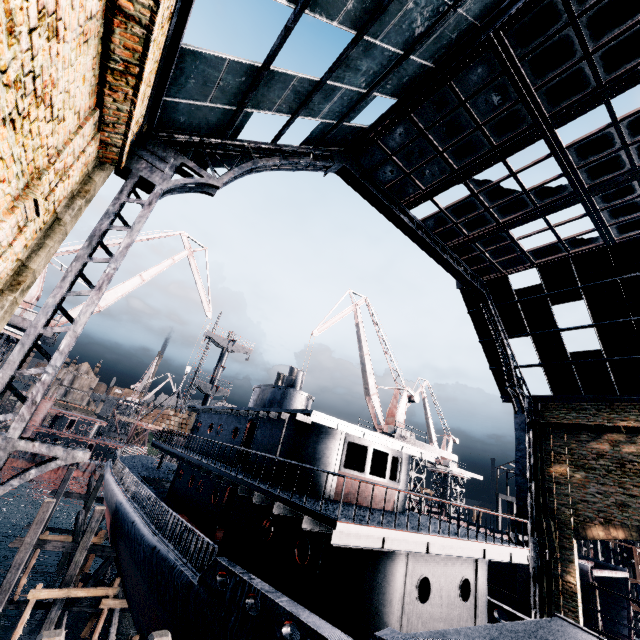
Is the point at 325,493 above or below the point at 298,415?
below

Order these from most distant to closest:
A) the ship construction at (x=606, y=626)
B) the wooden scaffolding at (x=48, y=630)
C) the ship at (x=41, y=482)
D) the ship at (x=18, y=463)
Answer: the ship at (x=41, y=482) < the ship at (x=18, y=463) < the ship construction at (x=606, y=626) < the wooden scaffolding at (x=48, y=630)

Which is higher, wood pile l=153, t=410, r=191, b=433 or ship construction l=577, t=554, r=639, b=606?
wood pile l=153, t=410, r=191, b=433

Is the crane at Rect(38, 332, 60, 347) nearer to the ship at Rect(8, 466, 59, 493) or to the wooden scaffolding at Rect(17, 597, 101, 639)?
the wooden scaffolding at Rect(17, 597, 101, 639)

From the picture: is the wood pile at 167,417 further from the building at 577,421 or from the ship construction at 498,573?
the building at 577,421

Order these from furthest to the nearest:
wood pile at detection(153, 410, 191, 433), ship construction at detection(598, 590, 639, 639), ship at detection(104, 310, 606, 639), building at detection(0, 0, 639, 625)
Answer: wood pile at detection(153, 410, 191, 433) < ship construction at detection(598, 590, 639, 639) < ship at detection(104, 310, 606, 639) < building at detection(0, 0, 639, 625)

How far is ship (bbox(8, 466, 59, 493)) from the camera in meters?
58.7 m

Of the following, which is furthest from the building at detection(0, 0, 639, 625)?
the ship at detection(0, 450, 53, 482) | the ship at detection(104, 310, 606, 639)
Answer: the ship at detection(104, 310, 606, 639)
